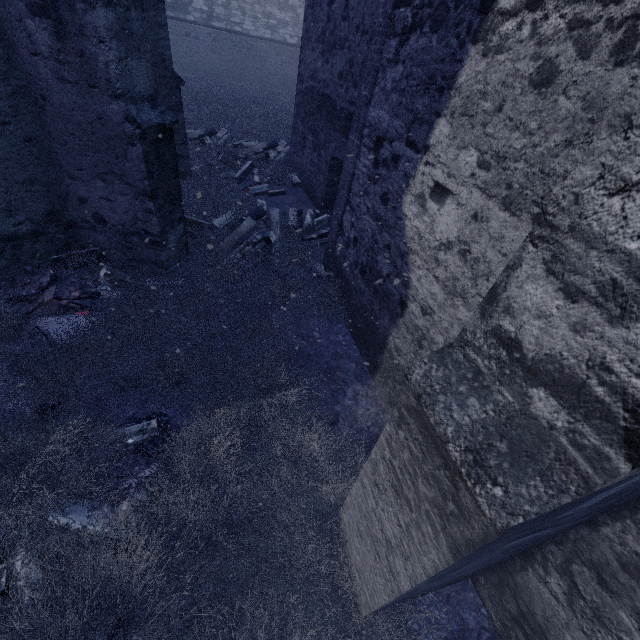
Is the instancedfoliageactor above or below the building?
below

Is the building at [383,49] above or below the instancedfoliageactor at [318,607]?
above

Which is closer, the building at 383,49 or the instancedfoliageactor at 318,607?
the building at 383,49

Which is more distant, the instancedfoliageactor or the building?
the instancedfoliageactor

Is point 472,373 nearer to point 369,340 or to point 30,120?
point 369,340
